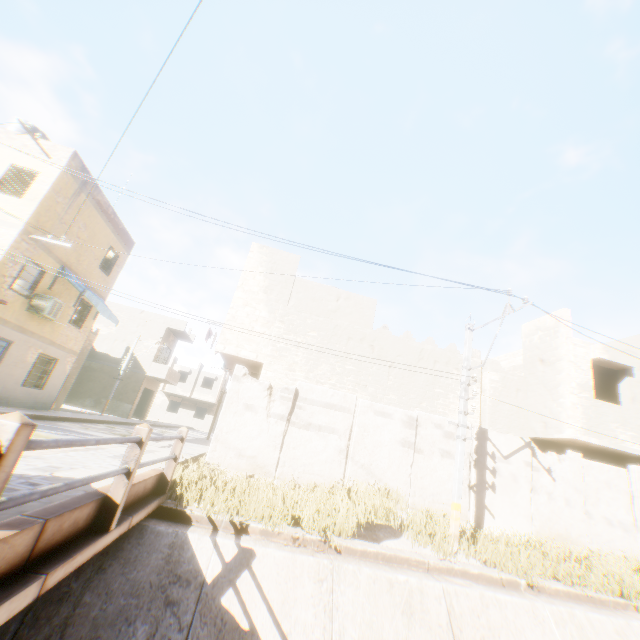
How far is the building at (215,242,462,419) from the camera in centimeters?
1220cm

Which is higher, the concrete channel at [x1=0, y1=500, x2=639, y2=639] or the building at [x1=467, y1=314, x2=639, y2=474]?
the building at [x1=467, y1=314, x2=639, y2=474]

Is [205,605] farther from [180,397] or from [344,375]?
[180,397]

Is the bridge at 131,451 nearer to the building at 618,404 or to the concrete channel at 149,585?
the concrete channel at 149,585

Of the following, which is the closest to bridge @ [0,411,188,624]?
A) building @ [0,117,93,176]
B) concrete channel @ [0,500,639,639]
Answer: concrete channel @ [0,500,639,639]

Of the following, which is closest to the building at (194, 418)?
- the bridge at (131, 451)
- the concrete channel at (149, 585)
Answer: the concrete channel at (149, 585)
